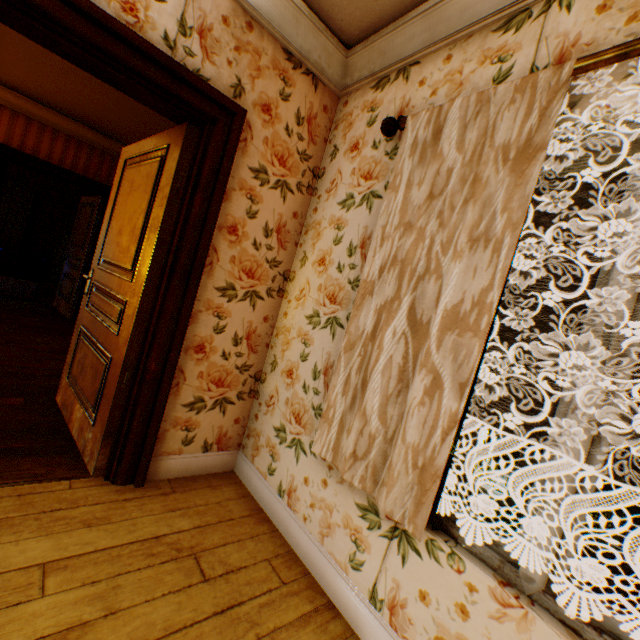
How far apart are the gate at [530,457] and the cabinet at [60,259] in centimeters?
1645cm

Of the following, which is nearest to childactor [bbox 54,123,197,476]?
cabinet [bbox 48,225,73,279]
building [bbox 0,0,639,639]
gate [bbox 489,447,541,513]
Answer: building [bbox 0,0,639,639]

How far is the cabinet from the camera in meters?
9.2 m

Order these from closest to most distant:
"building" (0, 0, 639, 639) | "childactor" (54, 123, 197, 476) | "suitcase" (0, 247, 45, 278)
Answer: "building" (0, 0, 639, 639) < "childactor" (54, 123, 197, 476) < "suitcase" (0, 247, 45, 278)

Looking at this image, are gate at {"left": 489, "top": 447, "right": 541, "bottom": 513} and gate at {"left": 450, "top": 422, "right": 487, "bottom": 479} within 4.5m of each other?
yes

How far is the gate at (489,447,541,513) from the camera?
12.47m

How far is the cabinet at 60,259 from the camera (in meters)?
9.16

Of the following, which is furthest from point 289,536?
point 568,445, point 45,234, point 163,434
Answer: point 45,234
